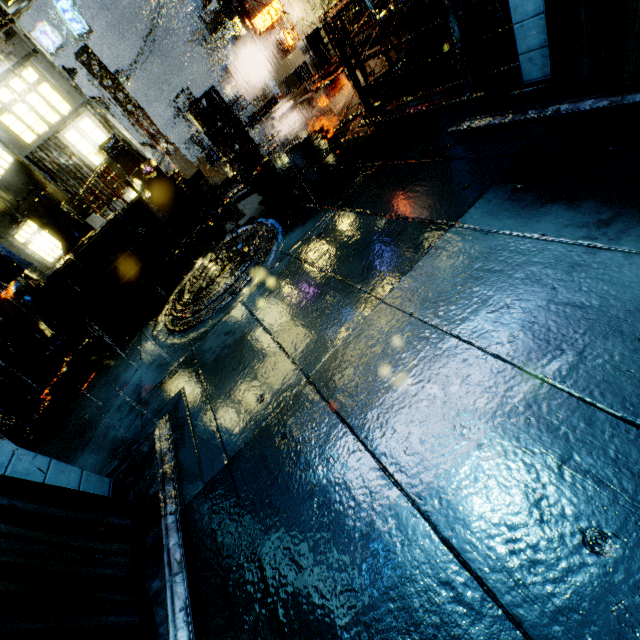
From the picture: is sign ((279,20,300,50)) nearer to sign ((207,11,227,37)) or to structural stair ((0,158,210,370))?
sign ((207,11,227,37))

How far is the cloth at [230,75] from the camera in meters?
23.5 m

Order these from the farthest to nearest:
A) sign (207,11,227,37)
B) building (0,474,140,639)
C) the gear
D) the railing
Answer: sign (207,11,227,37), the gear, the railing, building (0,474,140,639)

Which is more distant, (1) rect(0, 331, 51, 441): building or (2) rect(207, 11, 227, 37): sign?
(2) rect(207, 11, 227, 37): sign

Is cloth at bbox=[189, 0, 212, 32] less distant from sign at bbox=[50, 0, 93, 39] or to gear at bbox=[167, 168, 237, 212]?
sign at bbox=[50, 0, 93, 39]

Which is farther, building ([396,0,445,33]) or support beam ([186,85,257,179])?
support beam ([186,85,257,179])

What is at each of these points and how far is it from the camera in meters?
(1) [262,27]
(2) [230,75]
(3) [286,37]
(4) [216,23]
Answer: (1) sign, 17.8 m
(2) cloth, 25.8 m
(3) sign, 18.5 m
(4) sign, 22.4 m

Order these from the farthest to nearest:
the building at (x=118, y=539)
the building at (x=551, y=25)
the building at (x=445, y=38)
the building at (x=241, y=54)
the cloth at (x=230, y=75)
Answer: the cloth at (x=230, y=75)
the building at (x=241, y=54)
the building at (x=445, y=38)
the building at (x=551, y=25)
the building at (x=118, y=539)
